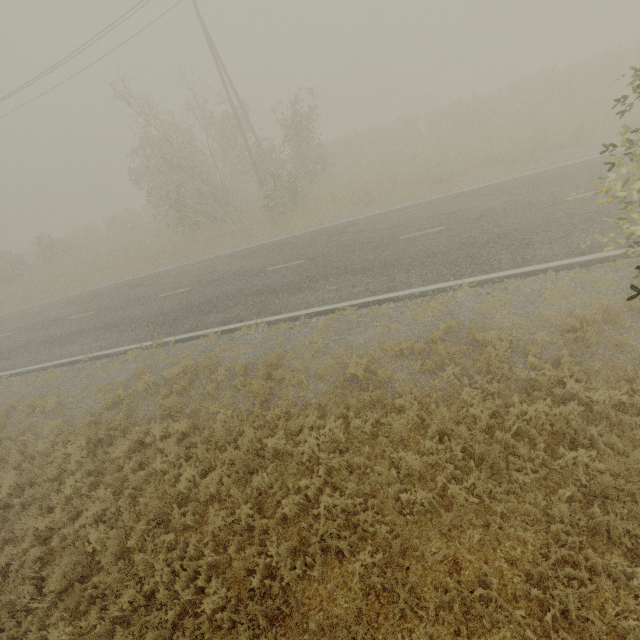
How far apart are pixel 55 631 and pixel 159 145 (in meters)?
19.57
